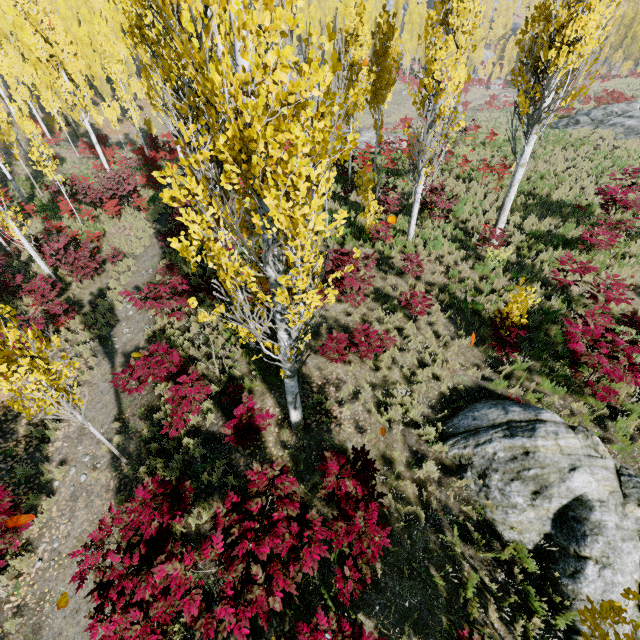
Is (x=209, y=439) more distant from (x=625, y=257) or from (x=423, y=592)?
(x=625, y=257)

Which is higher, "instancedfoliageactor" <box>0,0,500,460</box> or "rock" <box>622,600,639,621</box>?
"instancedfoliageactor" <box>0,0,500,460</box>

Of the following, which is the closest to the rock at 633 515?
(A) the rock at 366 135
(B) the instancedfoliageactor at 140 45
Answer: (B) the instancedfoliageactor at 140 45

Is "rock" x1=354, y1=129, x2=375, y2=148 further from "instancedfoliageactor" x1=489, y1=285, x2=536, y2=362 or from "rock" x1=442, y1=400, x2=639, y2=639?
"rock" x1=442, y1=400, x2=639, y2=639

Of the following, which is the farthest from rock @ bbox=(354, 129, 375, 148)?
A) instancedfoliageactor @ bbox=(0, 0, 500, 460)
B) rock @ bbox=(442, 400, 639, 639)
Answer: rock @ bbox=(442, 400, 639, 639)

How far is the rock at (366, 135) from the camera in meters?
24.0

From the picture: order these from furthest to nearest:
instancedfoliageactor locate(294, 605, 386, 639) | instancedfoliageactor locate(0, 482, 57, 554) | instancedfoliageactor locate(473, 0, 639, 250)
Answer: instancedfoliageactor locate(473, 0, 639, 250) < instancedfoliageactor locate(0, 482, 57, 554) < instancedfoliageactor locate(294, 605, 386, 639)
